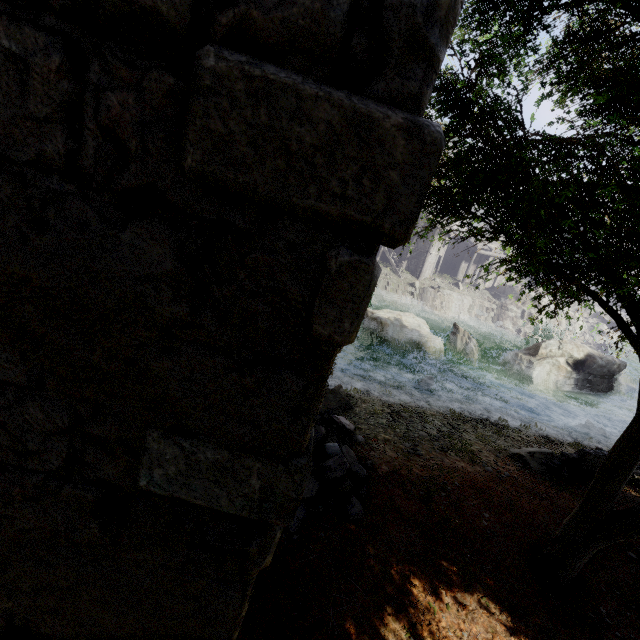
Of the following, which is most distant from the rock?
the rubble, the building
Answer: the rubble

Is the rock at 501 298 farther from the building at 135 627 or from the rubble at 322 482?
the rubble at 322 482

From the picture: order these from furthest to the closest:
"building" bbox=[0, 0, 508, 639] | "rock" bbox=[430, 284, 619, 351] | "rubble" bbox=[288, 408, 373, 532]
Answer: "rock" bbox=[430, 284, 619, 351] → "rubble" bbox=[288, 408, 373, 532] → "building" bbox=[0, 0, 508, 639]

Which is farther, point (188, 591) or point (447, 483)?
point (447, 483)

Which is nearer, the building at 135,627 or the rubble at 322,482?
the building at 135,627

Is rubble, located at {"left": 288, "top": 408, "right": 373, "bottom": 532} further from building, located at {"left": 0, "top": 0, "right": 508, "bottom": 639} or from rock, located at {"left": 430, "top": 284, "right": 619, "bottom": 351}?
rock, located at {"left": 430, "top": 284, "right": 619, "bottom": 351}

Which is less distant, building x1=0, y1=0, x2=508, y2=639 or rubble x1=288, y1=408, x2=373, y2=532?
building x1=0, y1=0, x2=508, y2=639

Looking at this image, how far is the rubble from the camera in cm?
593
